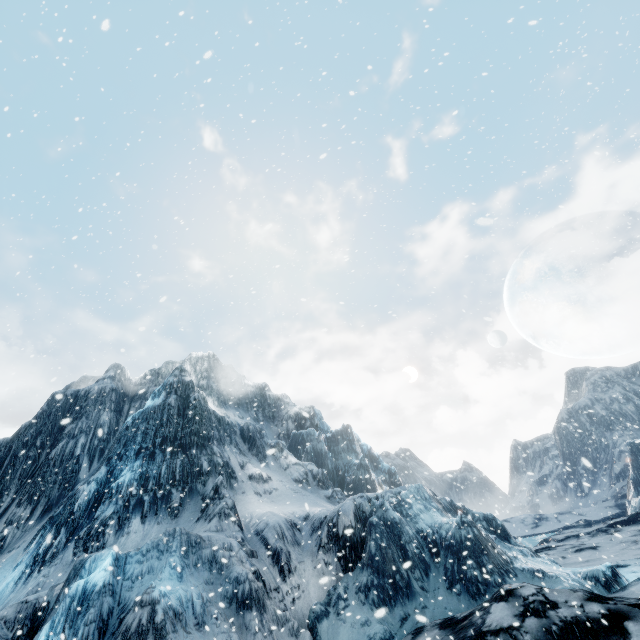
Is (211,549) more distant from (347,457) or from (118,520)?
(347,457)
